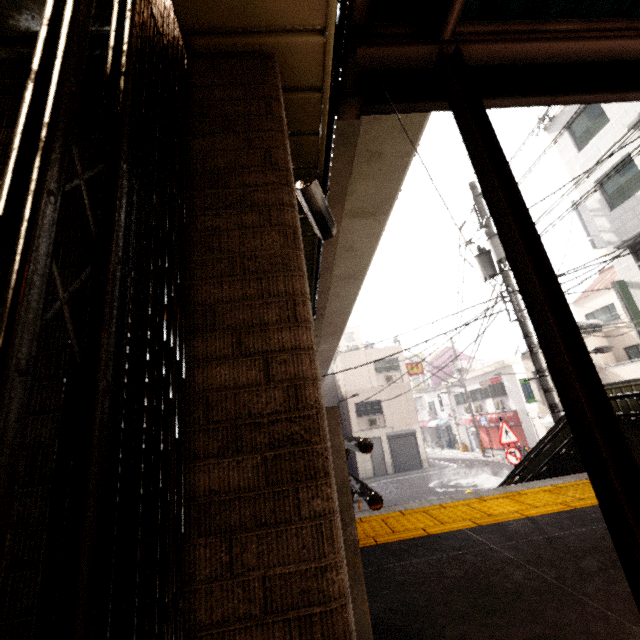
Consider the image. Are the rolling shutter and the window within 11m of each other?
no

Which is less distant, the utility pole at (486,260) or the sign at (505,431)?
the utility pole at (486,260)

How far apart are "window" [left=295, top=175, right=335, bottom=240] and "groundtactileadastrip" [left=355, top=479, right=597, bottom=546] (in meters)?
2.94

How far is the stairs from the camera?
4.4m

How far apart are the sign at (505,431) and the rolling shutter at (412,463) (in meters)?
14.06

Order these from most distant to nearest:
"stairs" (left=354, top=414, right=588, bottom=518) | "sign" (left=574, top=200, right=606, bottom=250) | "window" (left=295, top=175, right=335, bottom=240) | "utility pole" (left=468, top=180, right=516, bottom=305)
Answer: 1. "sign" (left=574, top=200, right=606, bottom=250)
2. "utility pole" (left=468, top=180, right=516, bottom=305)
3. "stairs" (left=354, top=414, right=588, bottom=518)
4. "window" (left=295, top=175, right=335, bottom=240)

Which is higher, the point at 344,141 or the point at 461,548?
the point at 344,141

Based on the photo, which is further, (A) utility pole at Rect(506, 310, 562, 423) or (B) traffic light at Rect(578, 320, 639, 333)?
(B) traffic light at Rect(578, 320, 639, 333)
